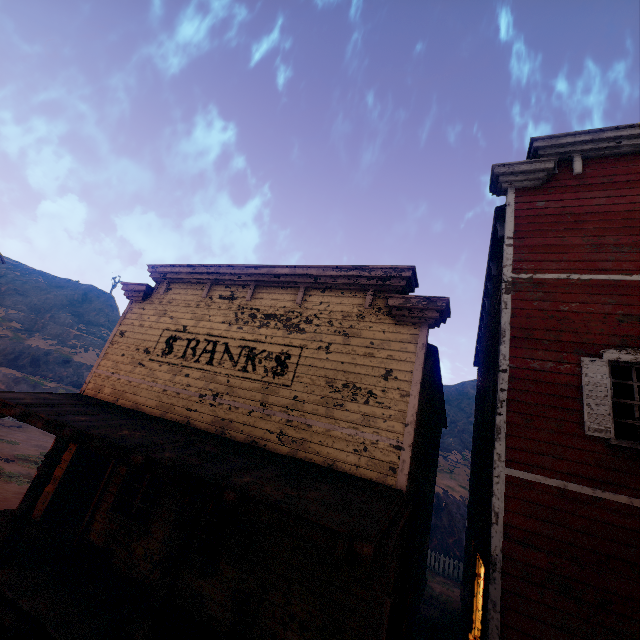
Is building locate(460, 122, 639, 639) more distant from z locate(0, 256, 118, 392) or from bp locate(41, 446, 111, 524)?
z locate(0, 256, 118, 392)

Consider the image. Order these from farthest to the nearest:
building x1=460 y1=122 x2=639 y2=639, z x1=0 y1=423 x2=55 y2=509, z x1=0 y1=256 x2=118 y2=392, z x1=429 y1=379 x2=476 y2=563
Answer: z x1=0 y1=256 x2=118 y2=392 < z x1=429 y1=379 x2=476 y2=563 < z x1=0 y1=423 x2=55 y2=509 < building x1=460 y1=122 x2=639 y2=639

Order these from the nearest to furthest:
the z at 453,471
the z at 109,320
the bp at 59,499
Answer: the bp at 59,499
the z at 453,471
the z at 109,320

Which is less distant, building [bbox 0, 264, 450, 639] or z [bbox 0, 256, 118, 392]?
building [bbox 0, 264, 450, 639]

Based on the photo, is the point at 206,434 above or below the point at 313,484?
above

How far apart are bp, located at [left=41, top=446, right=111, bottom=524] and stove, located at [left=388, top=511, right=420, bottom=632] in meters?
8.7 m

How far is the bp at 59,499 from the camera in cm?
856

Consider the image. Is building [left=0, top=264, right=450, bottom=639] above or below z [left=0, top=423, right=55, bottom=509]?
above
